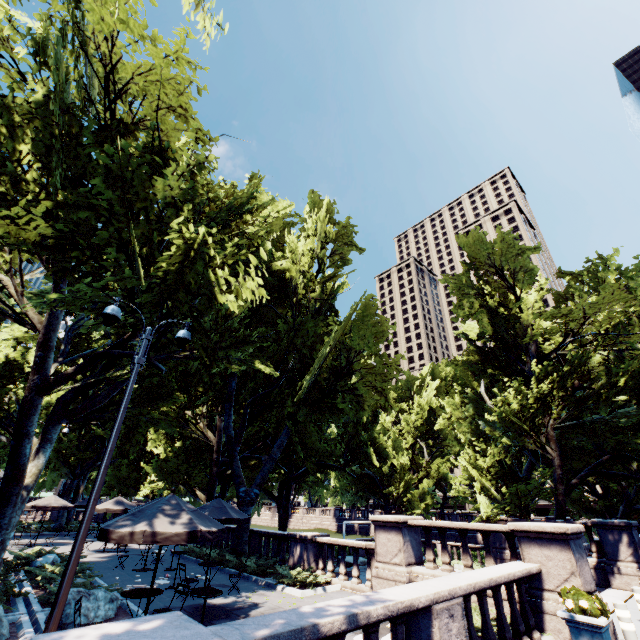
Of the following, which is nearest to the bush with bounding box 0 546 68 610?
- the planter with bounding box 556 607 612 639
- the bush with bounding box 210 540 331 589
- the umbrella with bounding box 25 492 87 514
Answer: Answer: the bush with bounding box 210 540 331 589

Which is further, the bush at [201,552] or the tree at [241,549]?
the bush at [201,552]

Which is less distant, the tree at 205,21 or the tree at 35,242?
the tree at 205,21

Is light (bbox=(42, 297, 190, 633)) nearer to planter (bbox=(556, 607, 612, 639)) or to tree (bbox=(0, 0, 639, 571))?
tree (bbox=(0, 0, 639, 571))

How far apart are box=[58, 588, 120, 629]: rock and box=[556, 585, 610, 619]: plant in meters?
11.3

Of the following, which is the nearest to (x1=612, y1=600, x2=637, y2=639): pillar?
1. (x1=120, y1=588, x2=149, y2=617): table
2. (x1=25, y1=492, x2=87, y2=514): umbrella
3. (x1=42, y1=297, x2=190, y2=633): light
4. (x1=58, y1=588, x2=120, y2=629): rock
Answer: (x1=42, y1=297, x2=190, y2=633): light

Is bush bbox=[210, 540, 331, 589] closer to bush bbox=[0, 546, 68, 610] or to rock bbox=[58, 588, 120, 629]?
bush bbox=[0, 546, 68, 610]

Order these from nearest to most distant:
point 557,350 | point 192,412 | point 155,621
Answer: point 155,621 → point 557,350 → point 192,412
